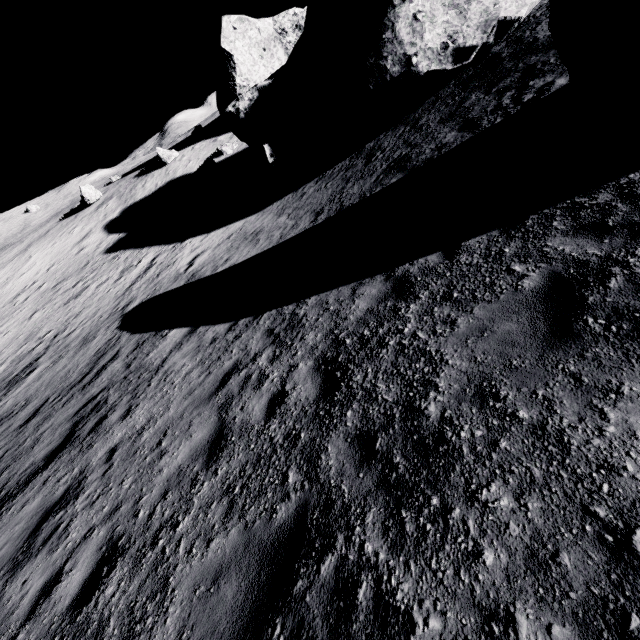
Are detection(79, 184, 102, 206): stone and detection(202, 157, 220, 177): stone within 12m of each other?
no

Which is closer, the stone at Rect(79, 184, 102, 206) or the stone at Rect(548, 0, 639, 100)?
the stone at Rect(548, 0, 639, 100)

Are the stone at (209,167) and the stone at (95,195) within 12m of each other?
no

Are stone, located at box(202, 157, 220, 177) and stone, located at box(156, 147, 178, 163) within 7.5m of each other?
yes

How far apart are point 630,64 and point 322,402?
7.50m

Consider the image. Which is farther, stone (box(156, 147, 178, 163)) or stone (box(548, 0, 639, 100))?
stone (box(156, 147, 178, 163))

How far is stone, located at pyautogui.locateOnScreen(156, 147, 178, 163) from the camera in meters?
31.8

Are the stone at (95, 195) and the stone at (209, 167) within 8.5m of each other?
no
